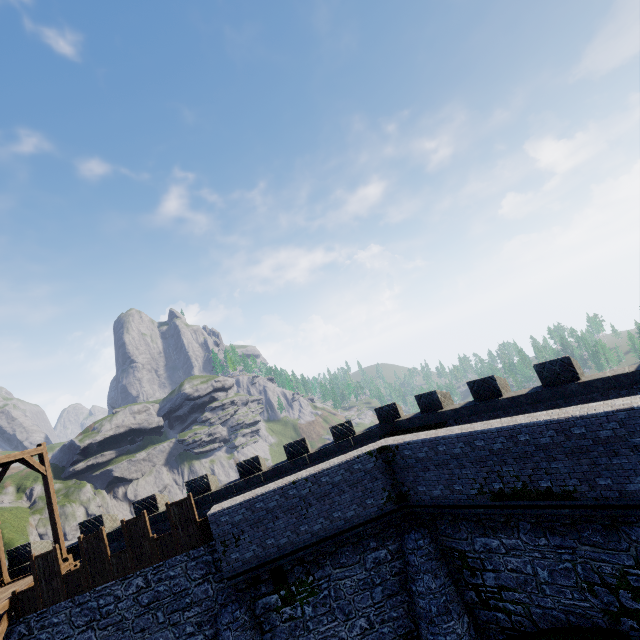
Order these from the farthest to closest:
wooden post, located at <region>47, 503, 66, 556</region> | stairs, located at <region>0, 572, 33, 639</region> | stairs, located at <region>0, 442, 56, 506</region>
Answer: wooden post, located at <region>47, 503, 66, 556</region> → stairs, located at <region>0, 442, 56, 506</region> → stairs, located at <region>0, 572, 33, 639</region>

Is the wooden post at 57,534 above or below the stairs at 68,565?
above

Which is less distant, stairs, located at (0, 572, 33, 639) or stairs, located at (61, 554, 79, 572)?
stairs, located at (0, 572, 33, 639)

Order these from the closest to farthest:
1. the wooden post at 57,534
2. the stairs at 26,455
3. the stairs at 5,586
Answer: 1. the stairs at 5,586
2. the stairs at 26,455
3. the wooden post at 57,534

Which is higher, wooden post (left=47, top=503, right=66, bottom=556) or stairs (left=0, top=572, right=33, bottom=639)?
wooden post (left=47, top=503, right=66, bottom=556)

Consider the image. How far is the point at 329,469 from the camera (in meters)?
14.09

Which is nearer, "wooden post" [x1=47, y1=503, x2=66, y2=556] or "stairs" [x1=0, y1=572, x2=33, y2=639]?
"stairs" [x1=0, y1=572, x2=33, y2=639]

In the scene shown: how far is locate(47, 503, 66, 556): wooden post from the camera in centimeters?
1634cm
